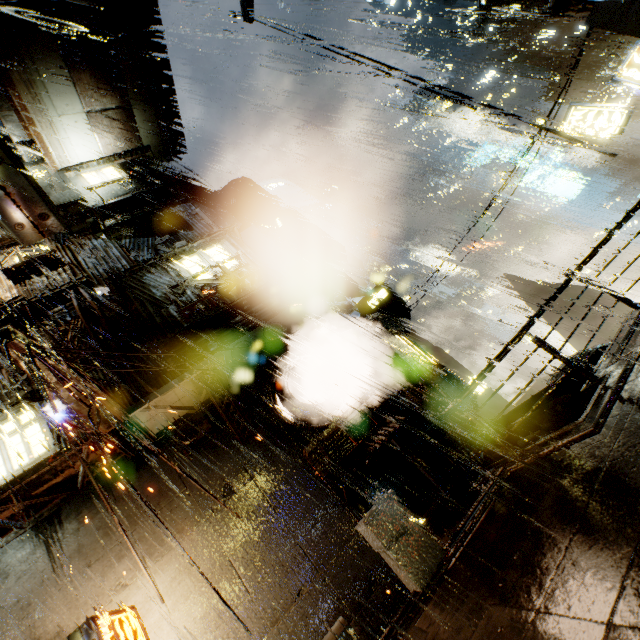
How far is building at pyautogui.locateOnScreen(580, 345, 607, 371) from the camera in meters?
8.3 m

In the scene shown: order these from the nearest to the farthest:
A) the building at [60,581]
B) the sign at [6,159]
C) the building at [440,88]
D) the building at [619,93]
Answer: the sign at [6,159] < the building at [60,581] < the building at [440,88] < the building at [619,93]

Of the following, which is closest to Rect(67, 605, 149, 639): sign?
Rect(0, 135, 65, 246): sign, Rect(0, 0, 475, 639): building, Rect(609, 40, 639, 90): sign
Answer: Rect(0, 0, 475, 639): building

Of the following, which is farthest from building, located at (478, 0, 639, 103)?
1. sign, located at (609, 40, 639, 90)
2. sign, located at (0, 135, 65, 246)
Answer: sign, located at (609, 40, 639, 90)

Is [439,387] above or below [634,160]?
below

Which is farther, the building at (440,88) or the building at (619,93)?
the building at (619,93)

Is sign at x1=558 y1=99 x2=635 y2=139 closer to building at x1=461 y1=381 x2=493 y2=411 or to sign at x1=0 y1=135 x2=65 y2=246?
building at x1=461 y1=381 x2=493 y2=411
